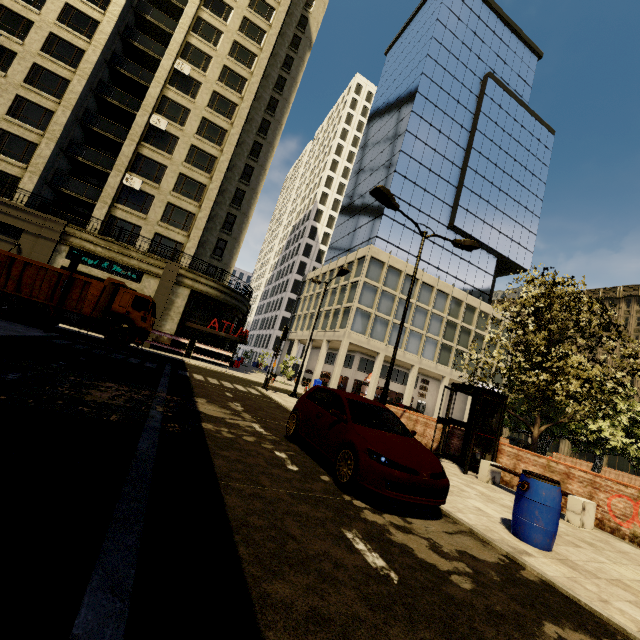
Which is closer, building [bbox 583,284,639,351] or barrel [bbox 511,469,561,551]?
barrel [bbox 511,469,561,551]

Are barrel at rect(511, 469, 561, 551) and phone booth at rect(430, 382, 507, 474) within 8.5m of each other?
yes

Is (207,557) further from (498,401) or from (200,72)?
(200,72)

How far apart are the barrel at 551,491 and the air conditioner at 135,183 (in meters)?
31.73

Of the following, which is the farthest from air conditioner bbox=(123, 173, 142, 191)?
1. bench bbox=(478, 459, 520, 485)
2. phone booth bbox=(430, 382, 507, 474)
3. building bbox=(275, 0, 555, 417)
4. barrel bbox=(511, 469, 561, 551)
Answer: barrel bbox=(511, 469, 561, 551)

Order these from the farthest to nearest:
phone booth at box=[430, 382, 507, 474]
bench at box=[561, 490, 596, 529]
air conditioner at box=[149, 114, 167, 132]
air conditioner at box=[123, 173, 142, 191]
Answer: air conditioner at box=[149, 114, 167, 132] → air conditioner at box=[123, 173, 142, 191] → phone booth at box=[430, 382, 507, 474] → bench at box=[561, 490, 596, 529]

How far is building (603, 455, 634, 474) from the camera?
44.2 meters

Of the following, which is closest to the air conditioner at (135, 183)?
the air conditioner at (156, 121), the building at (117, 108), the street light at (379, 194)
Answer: the building at (117, 108)
